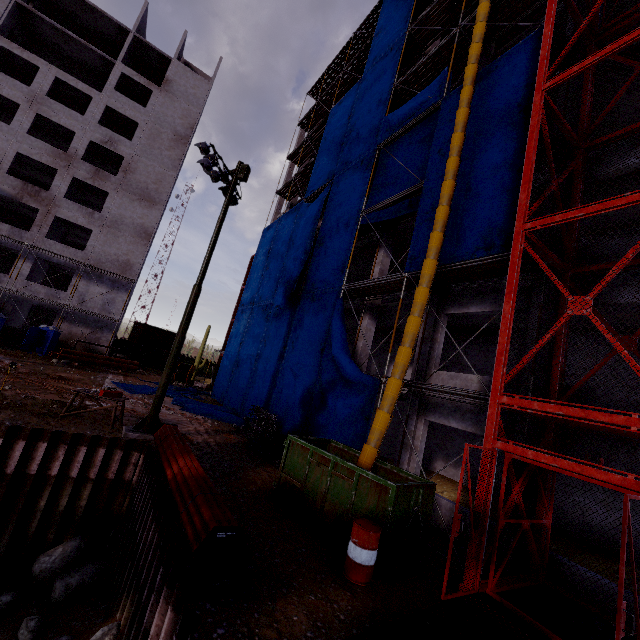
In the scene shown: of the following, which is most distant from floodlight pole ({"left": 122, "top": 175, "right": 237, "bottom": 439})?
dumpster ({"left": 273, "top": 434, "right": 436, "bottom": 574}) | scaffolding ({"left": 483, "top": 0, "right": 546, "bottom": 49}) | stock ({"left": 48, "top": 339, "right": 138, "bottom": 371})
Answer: stock ({"left": 48, "top": 339, "right": 138, "bottom": 371})

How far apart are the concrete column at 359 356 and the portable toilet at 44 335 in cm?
2475

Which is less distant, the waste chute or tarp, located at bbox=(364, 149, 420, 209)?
the waste chute

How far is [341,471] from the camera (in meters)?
7.67

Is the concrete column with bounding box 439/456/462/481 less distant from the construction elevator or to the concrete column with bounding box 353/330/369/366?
the concrete column with bounding box 353/330/369/366

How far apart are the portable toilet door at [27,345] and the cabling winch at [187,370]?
10.05m

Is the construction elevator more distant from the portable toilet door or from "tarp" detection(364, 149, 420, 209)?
the portable toilet door

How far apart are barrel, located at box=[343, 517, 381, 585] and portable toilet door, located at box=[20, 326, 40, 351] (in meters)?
29.44
